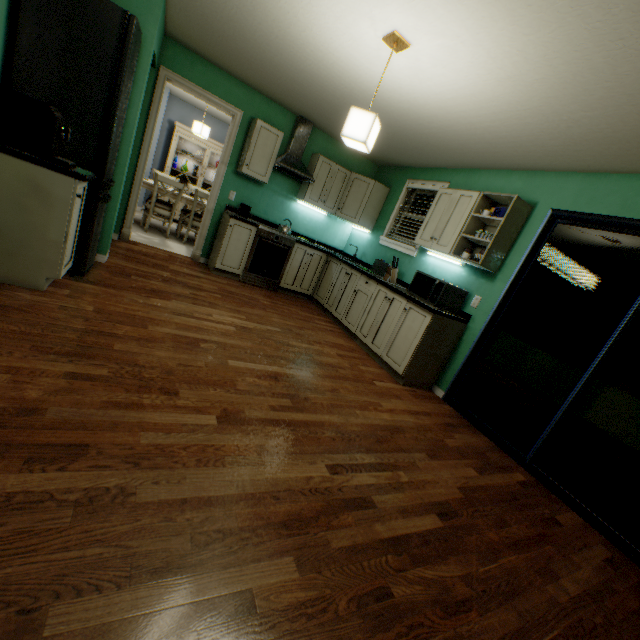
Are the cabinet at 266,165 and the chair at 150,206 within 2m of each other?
yes

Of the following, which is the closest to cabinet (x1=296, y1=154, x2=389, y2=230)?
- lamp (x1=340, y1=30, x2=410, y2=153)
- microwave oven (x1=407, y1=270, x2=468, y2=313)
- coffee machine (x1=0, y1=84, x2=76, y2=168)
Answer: microwave oven (x1=407, y1=270, x2=468, y2=313)

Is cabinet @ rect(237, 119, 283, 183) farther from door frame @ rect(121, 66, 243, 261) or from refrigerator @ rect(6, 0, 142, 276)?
refrigerator @ rect(6, 0, 142, 276)

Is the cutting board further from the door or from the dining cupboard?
the dining cupboard

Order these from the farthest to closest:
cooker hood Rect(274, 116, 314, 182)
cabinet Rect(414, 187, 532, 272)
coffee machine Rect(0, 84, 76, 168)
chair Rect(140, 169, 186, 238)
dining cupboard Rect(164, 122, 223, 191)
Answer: dining cupboard Rect(164, 122, 223, 191)
chair Rect(140, 169, 186, 238)
cooker hood Rect(274, 116, 314, 182)
cabinet Rect(414, 187, 532, 272)
coffee machine Rect(0, 84, 76, 168)

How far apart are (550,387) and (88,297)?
9.62m

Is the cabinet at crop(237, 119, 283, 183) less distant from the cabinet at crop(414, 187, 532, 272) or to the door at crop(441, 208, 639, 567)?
the cabinet at crop(414, 187, 532, 272)

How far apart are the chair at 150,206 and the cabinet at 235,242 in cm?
111
